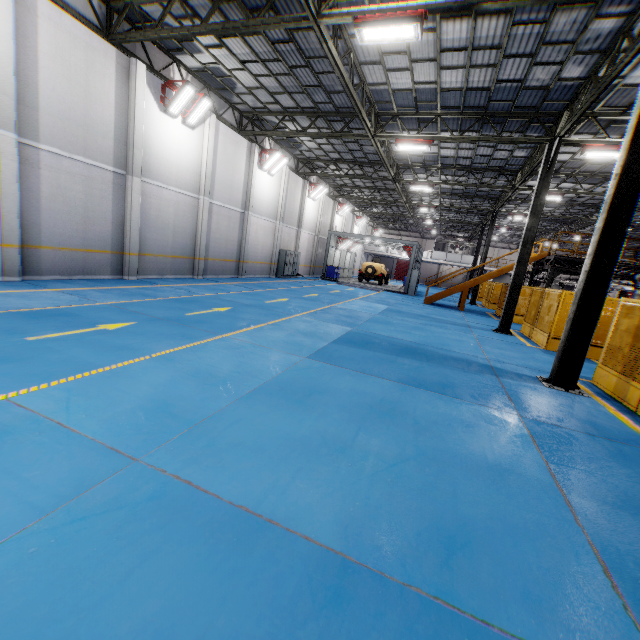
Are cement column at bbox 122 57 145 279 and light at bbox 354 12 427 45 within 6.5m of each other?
no

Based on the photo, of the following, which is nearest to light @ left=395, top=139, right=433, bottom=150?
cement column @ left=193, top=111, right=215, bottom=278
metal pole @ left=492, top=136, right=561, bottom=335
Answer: metal pole @ left=492, top=136, right=561, bottom=335

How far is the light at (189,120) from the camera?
12.85m

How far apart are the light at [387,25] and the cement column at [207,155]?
9.62m

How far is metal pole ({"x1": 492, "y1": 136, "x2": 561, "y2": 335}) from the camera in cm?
1296

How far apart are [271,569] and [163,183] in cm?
1546

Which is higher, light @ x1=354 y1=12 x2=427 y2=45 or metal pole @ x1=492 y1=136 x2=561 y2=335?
light @ x1=354 y1=12 x2=427 y2=45

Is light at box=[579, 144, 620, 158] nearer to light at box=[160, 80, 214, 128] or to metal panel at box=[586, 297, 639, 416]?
metal panel at box=[586, 297, 639, 416]
